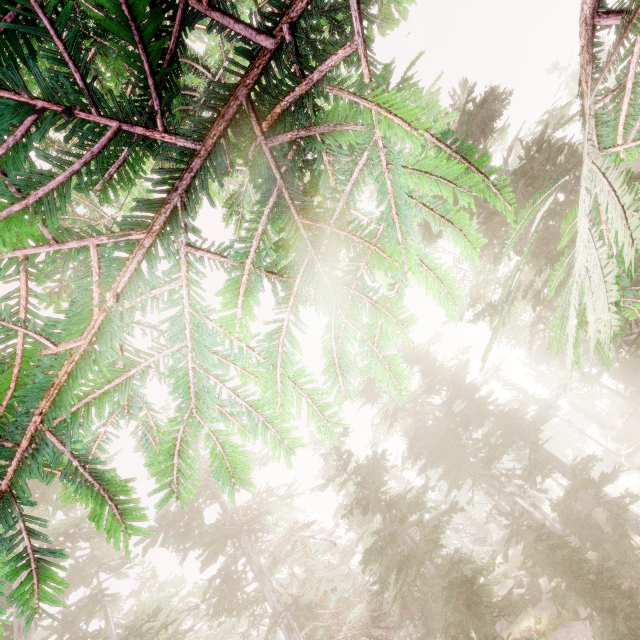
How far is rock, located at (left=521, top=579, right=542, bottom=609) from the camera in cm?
2452

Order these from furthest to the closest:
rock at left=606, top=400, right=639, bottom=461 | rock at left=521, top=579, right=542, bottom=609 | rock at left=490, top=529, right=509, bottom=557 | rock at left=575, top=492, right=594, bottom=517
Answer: rock at left=490, top=529, right=509, bottom=557
rock at left=606, top=400, right=639, bottom=461
rock at left=575, top=492, right=594, bottom=517
rock at left=521, top=579, right=542, bottom=609

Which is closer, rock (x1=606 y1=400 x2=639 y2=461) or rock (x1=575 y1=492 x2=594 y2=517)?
rock (x1=575 y1=492 x2=594 y2=517)

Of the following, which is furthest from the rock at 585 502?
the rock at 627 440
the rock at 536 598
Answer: the rock at 627 440

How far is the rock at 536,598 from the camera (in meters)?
24.52

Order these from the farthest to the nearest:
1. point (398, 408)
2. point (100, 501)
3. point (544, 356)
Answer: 1. point (544, 356)
2. point (398, 408)
3. point (100, 501)

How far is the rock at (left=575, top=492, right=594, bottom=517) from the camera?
28.87m
